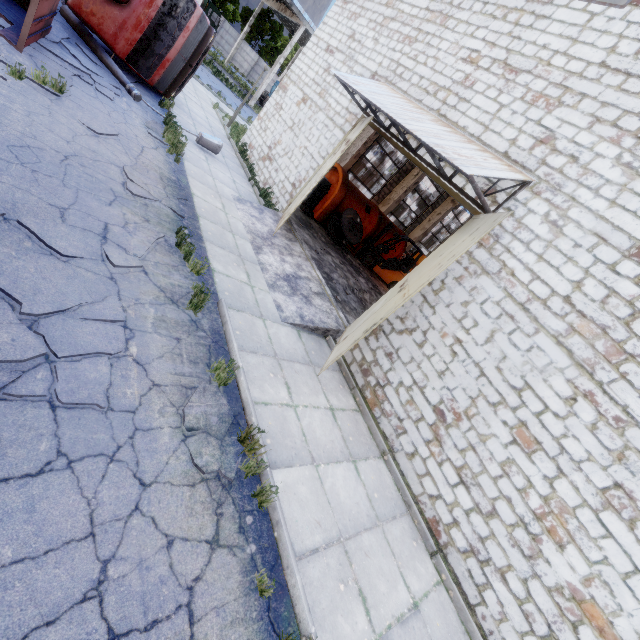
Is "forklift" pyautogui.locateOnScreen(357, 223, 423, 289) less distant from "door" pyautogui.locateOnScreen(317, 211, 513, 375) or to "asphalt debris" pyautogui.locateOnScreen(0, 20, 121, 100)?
"door" pyautogui.locateOnScreen(317, 211, 513, 375)

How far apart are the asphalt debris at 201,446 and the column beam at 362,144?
15.59m

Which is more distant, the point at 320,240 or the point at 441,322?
the point at 320,240

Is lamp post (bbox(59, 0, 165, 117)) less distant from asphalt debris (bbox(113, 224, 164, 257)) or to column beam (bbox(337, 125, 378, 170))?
asphalt debris (bbox(113, 224, 164, 257))

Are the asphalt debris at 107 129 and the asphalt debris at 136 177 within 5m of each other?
yes

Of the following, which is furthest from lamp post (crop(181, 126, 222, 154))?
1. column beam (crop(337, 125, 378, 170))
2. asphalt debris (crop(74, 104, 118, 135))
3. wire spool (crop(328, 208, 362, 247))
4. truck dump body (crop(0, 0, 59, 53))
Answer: column beam (crop(337, 125, 378, 170))

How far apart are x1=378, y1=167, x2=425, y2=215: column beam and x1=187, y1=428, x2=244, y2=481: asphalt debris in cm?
1855

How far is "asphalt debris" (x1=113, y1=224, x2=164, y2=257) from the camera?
5.1m
